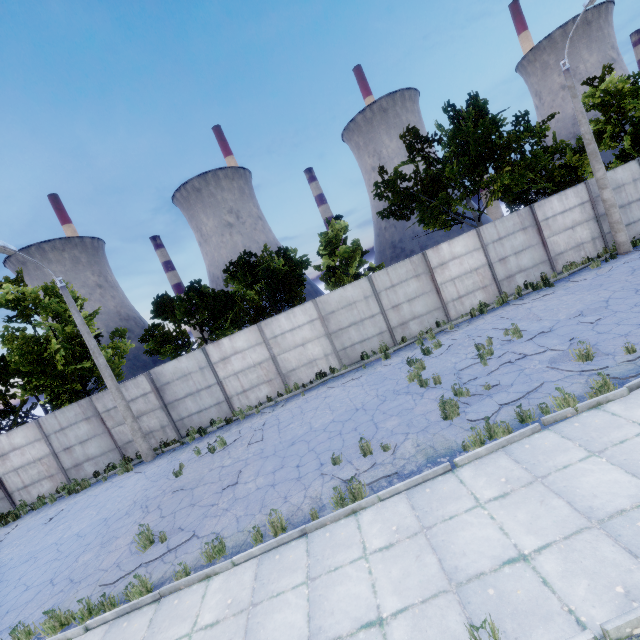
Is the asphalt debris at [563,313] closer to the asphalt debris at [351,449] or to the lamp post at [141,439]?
the asphalt debris at [351,449]

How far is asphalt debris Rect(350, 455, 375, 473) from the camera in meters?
7.2 m

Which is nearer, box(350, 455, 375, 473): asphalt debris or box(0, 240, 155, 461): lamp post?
box(350, 455, 375, 473): asphalt debris

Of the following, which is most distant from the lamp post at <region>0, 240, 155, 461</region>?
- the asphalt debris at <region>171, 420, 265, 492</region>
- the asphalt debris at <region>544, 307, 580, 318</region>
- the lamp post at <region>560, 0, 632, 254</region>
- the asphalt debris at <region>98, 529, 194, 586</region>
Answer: the lamp post at <region>560, 0, 632, 254</region>

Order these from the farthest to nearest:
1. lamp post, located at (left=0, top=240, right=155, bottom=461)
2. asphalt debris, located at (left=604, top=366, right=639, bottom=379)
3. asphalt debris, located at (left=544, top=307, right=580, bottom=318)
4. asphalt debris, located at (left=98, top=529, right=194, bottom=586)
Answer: lamp post, located at (left=0, top=240, right=155, bottom=461)
asphalt debris, located at (left=544, top=307, right=580, bottom=318)
asphalt debris, located at (left=98, top=529, right=194, bottom=586)
asphalt debris, located at (left=604, top=366, right=639, bottom=379)

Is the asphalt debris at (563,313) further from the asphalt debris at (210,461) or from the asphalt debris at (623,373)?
the asphalt debris at (210,461)

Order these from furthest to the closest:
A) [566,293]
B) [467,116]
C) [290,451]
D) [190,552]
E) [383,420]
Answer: [467,116] < [566,293] < [290,451] < [383,420] < [190,552]

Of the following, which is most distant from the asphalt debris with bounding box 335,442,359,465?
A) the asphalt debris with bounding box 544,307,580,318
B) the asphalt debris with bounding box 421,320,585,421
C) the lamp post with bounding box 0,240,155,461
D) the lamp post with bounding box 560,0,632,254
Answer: the lamp post with bounding box 560,0,632,254
